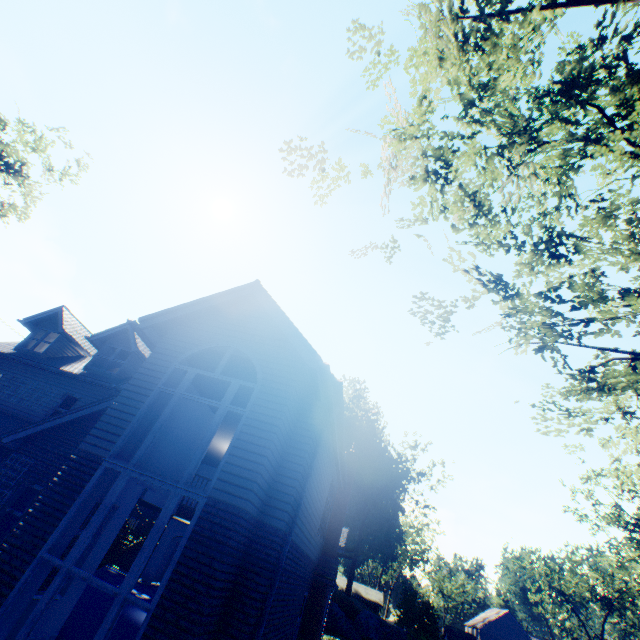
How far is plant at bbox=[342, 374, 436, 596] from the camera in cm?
4150

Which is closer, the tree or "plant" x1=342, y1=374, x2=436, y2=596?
the tree

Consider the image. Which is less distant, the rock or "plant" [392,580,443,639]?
"plant" [392,580,443,639]

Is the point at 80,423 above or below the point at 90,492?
above

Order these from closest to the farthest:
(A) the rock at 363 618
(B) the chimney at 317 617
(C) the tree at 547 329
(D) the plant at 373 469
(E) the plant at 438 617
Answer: (C) the tree at 547 329
(B) the chimney at 317 617
(E) the plant at 438 617
(A) the rock at 363 618
(D) the plant at 373 469

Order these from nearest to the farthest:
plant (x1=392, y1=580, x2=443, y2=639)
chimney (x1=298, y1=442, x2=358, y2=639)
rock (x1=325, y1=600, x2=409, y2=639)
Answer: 1. chimney (x1=298, y1=442, x2=358, y2=639)
2. plant (x1=392, y1=580, x2=443, y2=639)
3. rock (x1=325, y1=600, x2=409, y2=639)

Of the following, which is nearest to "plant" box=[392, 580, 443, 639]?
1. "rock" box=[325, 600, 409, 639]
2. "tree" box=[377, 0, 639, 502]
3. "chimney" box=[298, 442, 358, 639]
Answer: "tree" box=[377, 0, 639, 502]

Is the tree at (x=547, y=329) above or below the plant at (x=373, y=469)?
below
